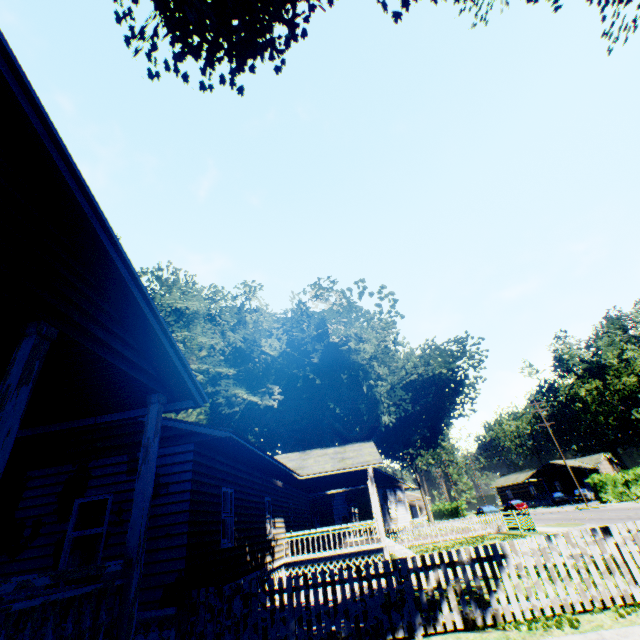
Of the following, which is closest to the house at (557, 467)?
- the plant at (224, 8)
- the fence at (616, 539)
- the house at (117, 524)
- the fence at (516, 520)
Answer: the plant at (224, 8)

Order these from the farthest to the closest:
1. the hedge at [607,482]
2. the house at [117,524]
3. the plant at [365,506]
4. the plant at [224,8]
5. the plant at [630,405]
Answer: the plant at [630,405] < the hedge at [607,482] < the plant at [365,506] < the plant at [224,8] < the house at [117,524]

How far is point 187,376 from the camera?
5.9m

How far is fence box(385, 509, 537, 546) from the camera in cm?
2119

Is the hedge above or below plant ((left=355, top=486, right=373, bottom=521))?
below

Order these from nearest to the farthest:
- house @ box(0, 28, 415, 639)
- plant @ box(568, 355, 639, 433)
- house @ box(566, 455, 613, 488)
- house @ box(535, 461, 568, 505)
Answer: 1. house @ box(0, 28, 415, 639)
2. plant @ box(568, 355, 639, 433)
3. house @ box(566, 455, 613, 488)
4. house @ box(535, 461, 568, 505)

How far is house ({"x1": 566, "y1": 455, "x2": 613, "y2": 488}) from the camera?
55.48m
